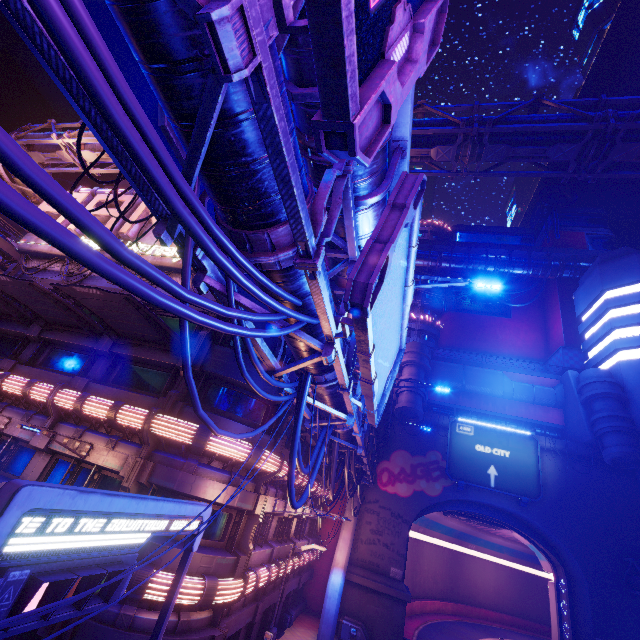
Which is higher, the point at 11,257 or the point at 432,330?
the point at 432,330

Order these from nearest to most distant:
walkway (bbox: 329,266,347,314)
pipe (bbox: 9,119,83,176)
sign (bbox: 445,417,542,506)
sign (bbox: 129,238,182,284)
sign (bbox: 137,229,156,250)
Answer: walkway (bbox: 329,266,347,314) → sign (bbox: 129,238,182,284) → sign (bbox: 137,229,156,250) → pipe (bbox: 9,119,83,176) → sign (bbox: 445,417,542,506)

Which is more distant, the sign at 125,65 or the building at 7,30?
the building at 7,30

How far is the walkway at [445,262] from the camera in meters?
44.6 m

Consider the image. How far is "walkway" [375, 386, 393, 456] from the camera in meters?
20.3

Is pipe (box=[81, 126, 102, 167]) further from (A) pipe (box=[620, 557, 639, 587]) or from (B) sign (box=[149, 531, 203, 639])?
(B) sign (box=[149, 531, 203, 639])

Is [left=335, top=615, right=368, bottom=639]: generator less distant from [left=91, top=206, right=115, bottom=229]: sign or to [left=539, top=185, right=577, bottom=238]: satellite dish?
[left=91, top=206, right=115, bottom=229]: sign

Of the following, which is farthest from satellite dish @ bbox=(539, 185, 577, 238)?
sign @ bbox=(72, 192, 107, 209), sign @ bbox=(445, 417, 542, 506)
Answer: sign @ bbox=(72, 192, 107, 209)
